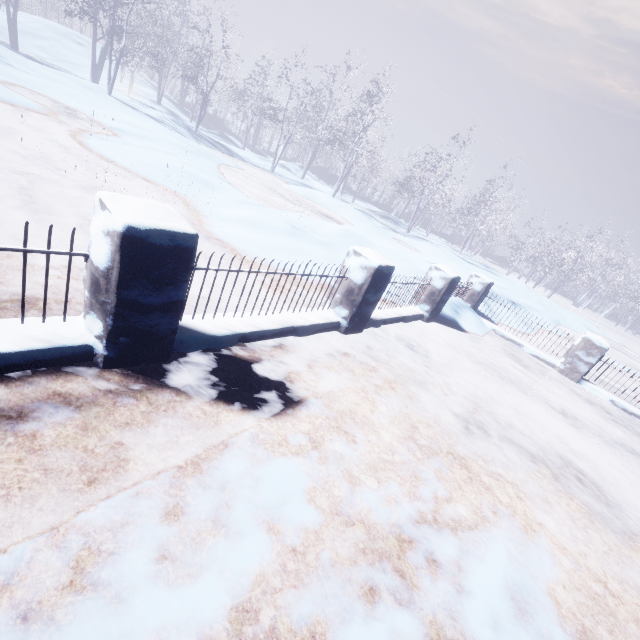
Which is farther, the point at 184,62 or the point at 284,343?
the point at 184,62

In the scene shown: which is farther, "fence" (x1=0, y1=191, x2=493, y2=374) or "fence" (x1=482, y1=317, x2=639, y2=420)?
"fence" (x1=482, y1=317, x2=639, y2=420)

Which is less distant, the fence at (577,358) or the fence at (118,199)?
the fence at (118,199)
